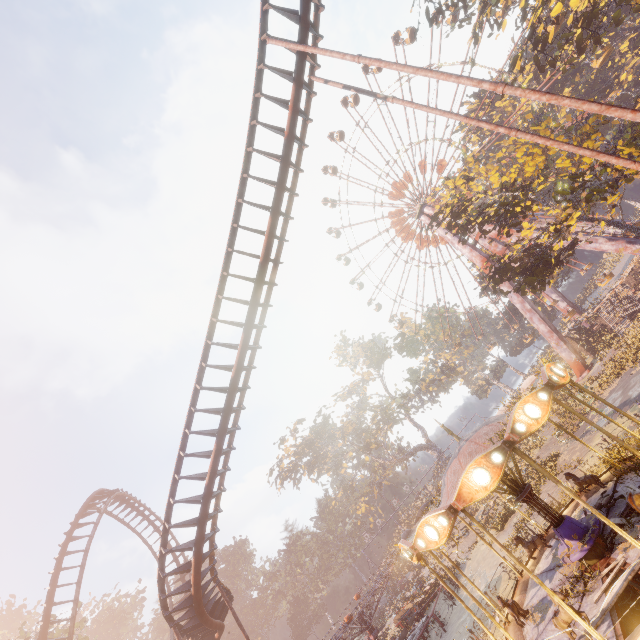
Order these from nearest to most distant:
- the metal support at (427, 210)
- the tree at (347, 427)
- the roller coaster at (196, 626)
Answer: the roller coaster at (196, 626) → the metal support at (427, 210) → the tree at (347, 427)

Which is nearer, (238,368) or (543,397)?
(543,397)

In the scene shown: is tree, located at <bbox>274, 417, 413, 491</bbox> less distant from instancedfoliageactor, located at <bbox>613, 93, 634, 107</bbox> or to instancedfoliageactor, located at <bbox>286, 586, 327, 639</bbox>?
instancedfoliageactor, located at <bbox>286, 586, 327, 639</bbox>

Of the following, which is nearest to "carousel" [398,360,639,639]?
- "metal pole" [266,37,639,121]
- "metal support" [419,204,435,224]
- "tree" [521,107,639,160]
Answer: "metal pole" [266,37,639,121]

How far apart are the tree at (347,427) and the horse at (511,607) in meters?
44.9 m

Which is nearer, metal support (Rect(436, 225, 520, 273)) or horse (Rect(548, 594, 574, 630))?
horse (Rect(548, 594, 574, 630))

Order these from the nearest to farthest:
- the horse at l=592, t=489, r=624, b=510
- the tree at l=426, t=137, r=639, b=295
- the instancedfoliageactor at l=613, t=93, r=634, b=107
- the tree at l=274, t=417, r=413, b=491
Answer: the horse at l=592, t=489, r=624, b=510
the tree at l=426, t=137, r=639, b=295
the instancedfoliageactor at l=613, t=93, r=634, b=107
the tree at l=274, t=417, r=413, b=491

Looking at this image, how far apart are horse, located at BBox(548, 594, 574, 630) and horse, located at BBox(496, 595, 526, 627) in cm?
208
